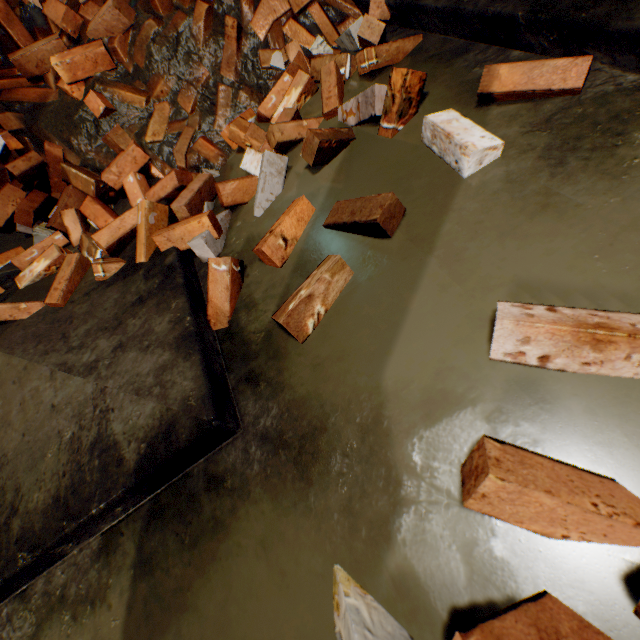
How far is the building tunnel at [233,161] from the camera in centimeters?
189cm

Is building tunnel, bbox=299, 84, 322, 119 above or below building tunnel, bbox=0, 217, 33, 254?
below

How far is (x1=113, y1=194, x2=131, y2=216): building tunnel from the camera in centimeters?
210cm

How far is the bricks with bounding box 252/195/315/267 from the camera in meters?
1.3 m

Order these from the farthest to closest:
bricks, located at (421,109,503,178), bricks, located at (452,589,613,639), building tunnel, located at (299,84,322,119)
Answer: building tunnel, located at (299,84,322,119) < bricks, located at (421,109,503,178) < bricks, located at (452,589,613,639)

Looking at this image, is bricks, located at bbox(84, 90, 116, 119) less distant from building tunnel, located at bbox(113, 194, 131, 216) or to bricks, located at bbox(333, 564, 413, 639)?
building tunnel, located at bbox(113, 194, 131, 216)

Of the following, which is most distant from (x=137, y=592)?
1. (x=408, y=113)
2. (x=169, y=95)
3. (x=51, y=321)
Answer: (x=169, y=95)

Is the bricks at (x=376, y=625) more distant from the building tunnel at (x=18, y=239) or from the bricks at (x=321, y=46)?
the bricks at (x=321, y=46)
